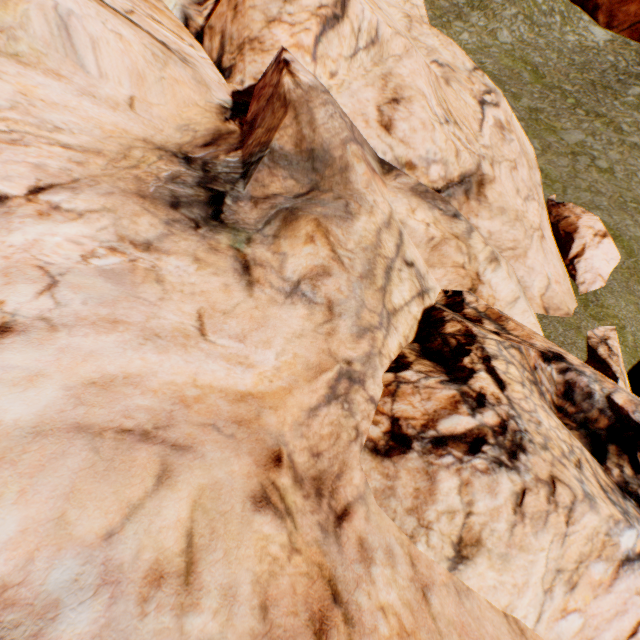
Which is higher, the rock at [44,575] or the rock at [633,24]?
the rock at [633,24]

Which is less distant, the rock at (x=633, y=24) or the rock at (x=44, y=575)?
the rock at (x=44, y=575)

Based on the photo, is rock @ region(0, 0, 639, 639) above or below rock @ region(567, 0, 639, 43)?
below

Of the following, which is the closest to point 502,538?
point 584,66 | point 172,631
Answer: point 172,631

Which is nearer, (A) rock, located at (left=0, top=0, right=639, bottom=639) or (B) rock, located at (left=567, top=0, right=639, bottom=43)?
(A) rock, located at (left=0, top=0, right=639, bottom=639)
